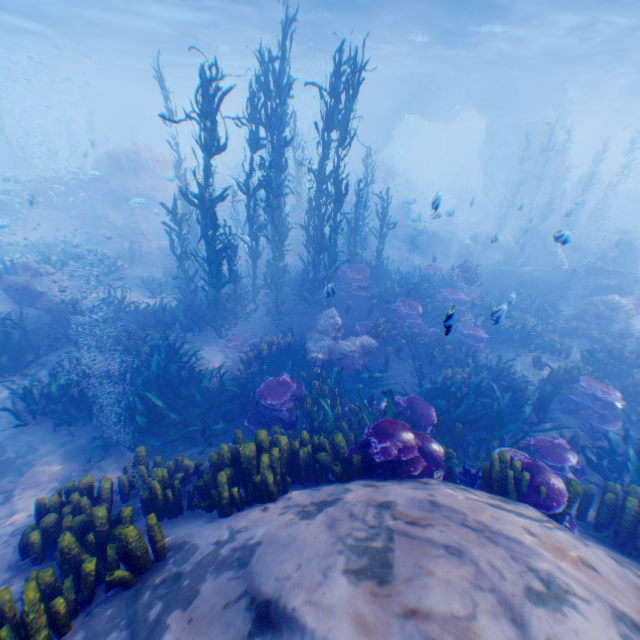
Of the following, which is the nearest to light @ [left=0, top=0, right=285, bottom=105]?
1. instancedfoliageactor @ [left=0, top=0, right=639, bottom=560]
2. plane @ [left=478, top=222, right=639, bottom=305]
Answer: instancedfoliageactor @ [left=0, top=0, right=639, bottom=560]

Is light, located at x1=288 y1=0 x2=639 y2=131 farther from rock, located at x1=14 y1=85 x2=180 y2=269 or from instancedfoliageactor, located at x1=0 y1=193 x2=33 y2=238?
instancedfoliageactor, located at x1=0 y1=193 x2=33 y2=238

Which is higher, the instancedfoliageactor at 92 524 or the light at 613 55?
the light at 613 55

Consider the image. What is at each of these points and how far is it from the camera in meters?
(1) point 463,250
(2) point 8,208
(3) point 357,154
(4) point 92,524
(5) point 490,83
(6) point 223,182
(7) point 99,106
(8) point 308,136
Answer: (1) rock, 19.3
(2) instancedfoliageactor, 19.8
(3) rock, 36.3
(4) instancedfoliageactor, 3.7
(5) rock, 29.3
(6) rock, 26.5
(7) rock, 50.0
(8) rock, 37.7

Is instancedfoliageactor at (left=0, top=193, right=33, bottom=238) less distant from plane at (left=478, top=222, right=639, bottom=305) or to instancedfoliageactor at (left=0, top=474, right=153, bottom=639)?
instancedfoliageactor at (left=0, top=474, right=153, bottom=639)

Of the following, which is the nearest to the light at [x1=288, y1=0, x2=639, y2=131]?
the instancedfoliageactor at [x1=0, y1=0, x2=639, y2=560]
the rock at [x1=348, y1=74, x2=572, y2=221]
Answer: the rock at [x1=348, y1=74, x2=572, y2=221]

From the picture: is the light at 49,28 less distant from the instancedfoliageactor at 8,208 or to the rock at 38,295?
the rock at 38,295

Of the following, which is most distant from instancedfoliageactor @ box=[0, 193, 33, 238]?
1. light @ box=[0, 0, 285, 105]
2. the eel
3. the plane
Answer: the plane
